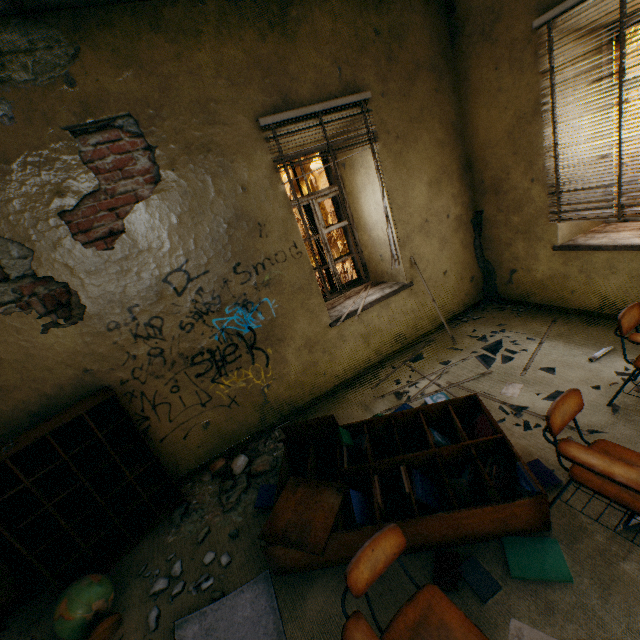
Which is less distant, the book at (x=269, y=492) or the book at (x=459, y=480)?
the book at (x=459, y=480)

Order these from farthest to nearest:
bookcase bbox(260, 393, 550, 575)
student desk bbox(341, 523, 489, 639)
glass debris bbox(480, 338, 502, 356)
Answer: glass debris bbox(480, 338, 502, 356)
bookcase bbox(260, 393, 550, 575)
student desk bbox(341, 523, 489, 639)

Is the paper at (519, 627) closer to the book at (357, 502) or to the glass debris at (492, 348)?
the book at (357, 502)

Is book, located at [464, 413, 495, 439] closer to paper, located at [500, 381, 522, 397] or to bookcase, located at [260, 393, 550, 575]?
bookcase, located at [260, 393, 550, 575]

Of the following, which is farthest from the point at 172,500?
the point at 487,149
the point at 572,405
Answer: the point at 487,149

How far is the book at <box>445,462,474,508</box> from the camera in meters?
2.1 m

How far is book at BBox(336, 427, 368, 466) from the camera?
2.6m

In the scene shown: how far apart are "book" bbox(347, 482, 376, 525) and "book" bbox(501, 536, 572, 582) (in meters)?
0.16
